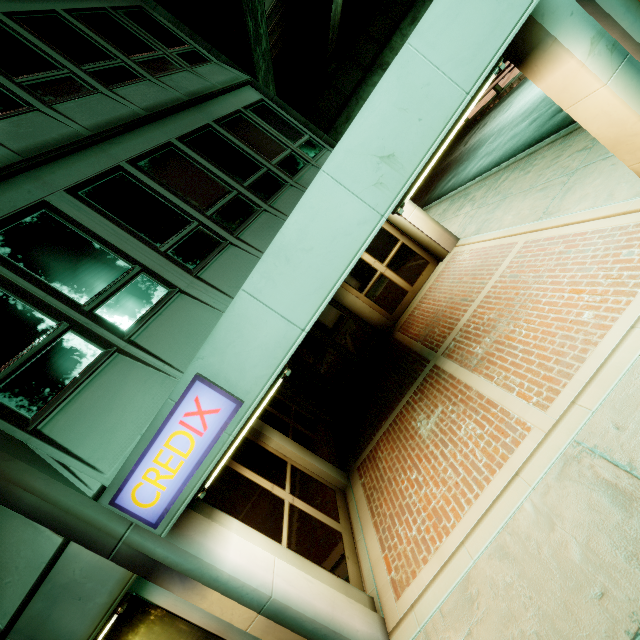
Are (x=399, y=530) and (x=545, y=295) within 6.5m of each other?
yes

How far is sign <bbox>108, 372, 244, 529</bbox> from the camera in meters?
3.1 m

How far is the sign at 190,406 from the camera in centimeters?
306cm
